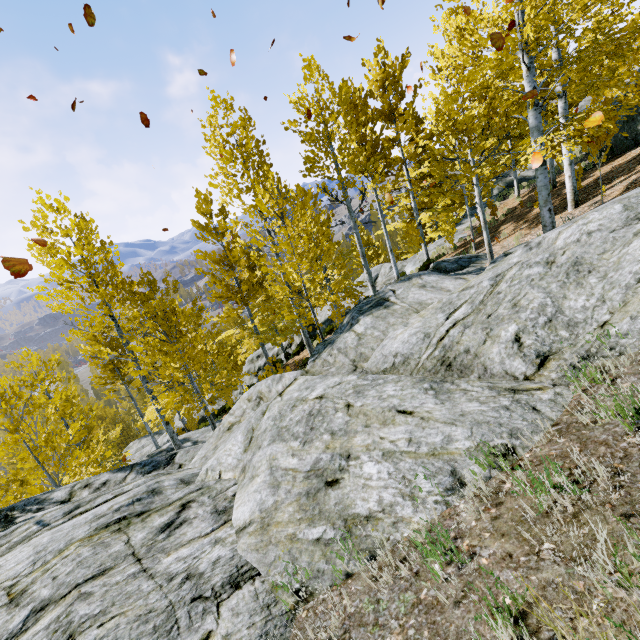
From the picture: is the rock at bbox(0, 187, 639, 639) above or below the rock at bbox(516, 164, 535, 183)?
below

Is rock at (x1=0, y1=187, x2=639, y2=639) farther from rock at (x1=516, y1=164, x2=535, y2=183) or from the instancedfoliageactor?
rock at (x1=516, y1=164, x2=535, y2=183)

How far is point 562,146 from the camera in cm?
1126

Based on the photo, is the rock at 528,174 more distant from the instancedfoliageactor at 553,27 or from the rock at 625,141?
the rock at 625,141

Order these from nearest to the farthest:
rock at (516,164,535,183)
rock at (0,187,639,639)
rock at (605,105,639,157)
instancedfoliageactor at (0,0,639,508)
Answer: rock at (0,187,639,639) < instancedfoliageactor at (0,0,639,508) < rock at (605,105,639,157) < rock at (516,164,535,183)

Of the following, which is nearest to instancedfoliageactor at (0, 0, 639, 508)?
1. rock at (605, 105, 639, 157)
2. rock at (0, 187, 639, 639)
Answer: rock at (0, 187, 639, 639)

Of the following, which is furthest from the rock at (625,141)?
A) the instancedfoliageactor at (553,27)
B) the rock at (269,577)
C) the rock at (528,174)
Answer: the rock at (269,577)

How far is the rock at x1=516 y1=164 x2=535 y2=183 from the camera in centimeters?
2531cm
